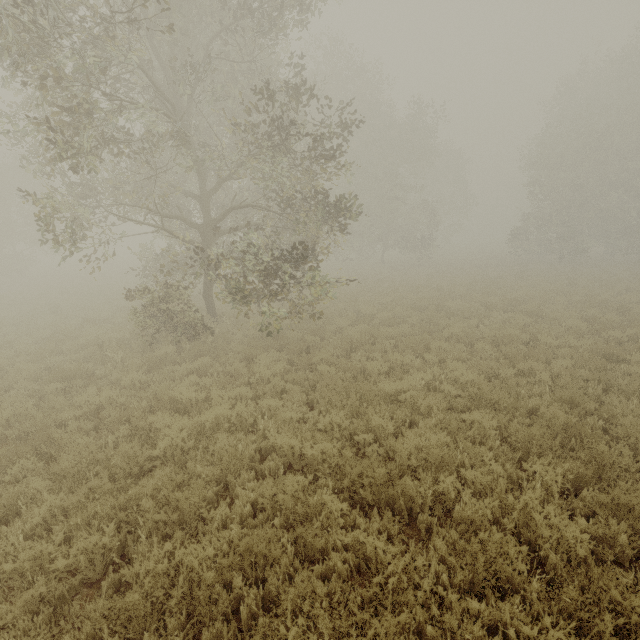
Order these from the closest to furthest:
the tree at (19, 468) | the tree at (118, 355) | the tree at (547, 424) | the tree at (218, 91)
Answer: the tree at (547, 424), the tree at (19, 468), the tree at (218, 91), the tree at (118, 355)

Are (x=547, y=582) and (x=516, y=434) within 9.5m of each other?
yes

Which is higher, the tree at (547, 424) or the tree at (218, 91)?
the tree at (218, 91)

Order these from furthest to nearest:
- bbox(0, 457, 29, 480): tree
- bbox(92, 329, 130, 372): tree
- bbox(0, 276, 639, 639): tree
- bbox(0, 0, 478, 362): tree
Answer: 1. bbox(92, 329, 130, 372): tree
2. bbox(0, 0, 478, 362): tree
3. bbox(0, 457, 29, 480): tree
4. bbox(0, 276, 639, 639): tree

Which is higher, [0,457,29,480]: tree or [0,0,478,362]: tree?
[0,0,478,362]: tree

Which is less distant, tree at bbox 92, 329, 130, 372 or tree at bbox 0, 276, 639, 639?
tree at bbox 0, 276, 639, 639

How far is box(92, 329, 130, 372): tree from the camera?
9.92m
